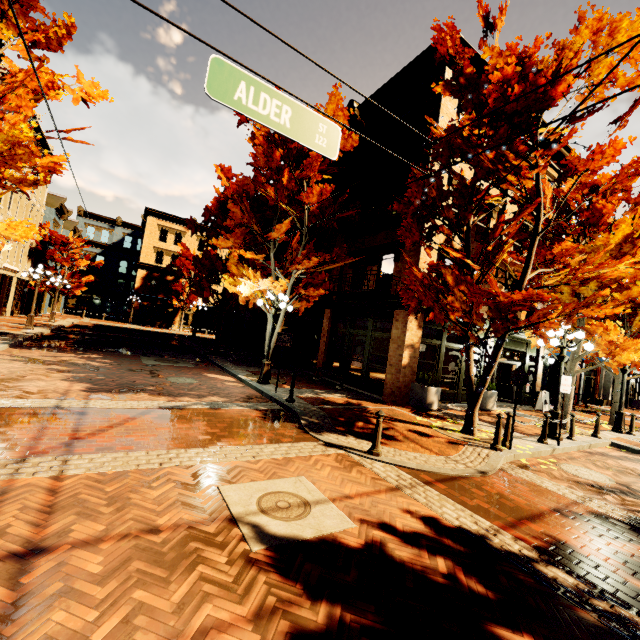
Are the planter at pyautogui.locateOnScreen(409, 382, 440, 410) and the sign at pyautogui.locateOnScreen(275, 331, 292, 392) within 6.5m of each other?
yes

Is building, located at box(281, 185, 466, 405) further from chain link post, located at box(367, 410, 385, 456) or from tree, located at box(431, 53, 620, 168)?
chain link post, located at box(367, 410, 385, 456)

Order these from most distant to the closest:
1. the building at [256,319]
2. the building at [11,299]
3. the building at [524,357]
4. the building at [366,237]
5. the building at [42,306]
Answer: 1. the building at [42,306]
2. the building at [256,319]
3. the building at [11,299]
4. the building at [524,357]
5. the building at [366,237]

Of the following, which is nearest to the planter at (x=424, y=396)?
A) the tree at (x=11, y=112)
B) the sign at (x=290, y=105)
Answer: the tree at (x=11, y=112)

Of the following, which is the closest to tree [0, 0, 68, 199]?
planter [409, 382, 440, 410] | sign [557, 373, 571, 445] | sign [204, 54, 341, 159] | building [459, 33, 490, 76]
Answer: building [459, 33, 490, 76]

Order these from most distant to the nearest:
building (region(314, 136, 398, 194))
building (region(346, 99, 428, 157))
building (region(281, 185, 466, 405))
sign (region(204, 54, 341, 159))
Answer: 1. building (region(314, 136, 398, 194))
2. building (region(346, 99, 428, 157))
3. building (region(281, 185, 466, 405))
4. sign (region(204, 54, 341, 159))

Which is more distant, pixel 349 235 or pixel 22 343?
pixel 349 235

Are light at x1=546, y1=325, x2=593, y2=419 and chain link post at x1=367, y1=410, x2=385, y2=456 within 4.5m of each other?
no
